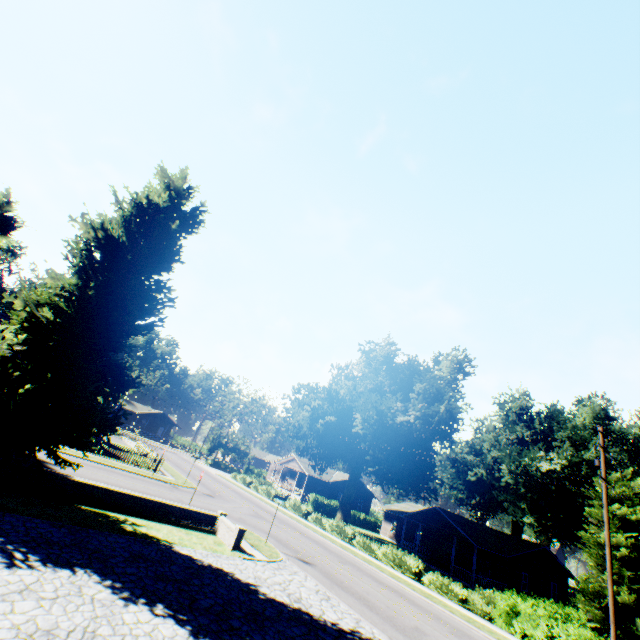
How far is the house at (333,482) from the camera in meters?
50.7 m

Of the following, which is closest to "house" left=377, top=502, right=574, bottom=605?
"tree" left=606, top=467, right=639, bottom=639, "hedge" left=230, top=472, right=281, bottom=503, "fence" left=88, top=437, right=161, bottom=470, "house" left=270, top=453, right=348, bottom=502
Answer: "tree" left=606, top=467, right=639, bottom=639

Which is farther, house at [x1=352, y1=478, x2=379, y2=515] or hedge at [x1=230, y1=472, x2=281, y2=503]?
house at [x1=352, y1=478, x2=379, y2=515]

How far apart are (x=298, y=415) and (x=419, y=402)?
14.2 meters

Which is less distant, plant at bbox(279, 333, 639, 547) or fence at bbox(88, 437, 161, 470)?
fence at bbox(88, 437, 161, 470)

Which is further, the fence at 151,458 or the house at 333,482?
the house at 333,482

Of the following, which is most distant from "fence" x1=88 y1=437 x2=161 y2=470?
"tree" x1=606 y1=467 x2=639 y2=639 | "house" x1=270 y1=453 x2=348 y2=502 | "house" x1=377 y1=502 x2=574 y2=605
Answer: "tree" x1=606 y1=467 x2=639 y2=639

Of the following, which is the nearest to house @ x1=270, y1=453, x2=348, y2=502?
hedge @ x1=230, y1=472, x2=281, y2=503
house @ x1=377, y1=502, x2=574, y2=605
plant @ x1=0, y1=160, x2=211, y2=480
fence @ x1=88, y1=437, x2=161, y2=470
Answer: plant @ x1=0, y1=160, x2=211, y2=480
